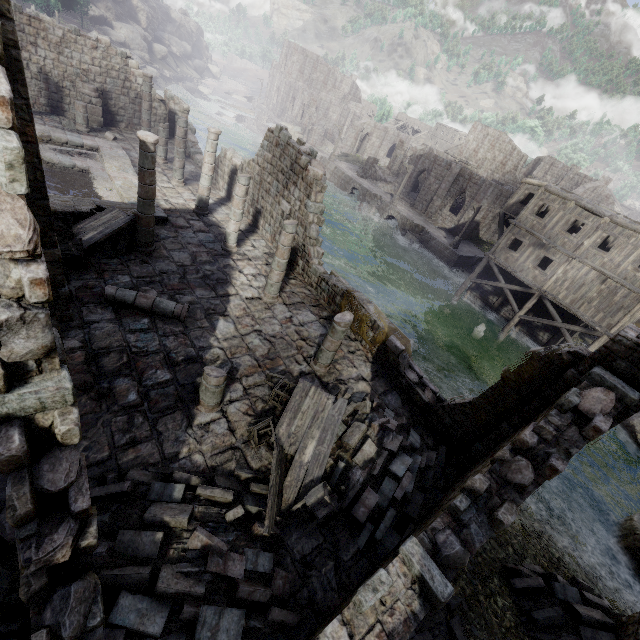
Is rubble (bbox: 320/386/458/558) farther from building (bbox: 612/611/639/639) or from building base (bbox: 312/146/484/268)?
building base (bbox: 312/146/484/268)

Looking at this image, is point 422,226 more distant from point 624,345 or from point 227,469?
point 227,469

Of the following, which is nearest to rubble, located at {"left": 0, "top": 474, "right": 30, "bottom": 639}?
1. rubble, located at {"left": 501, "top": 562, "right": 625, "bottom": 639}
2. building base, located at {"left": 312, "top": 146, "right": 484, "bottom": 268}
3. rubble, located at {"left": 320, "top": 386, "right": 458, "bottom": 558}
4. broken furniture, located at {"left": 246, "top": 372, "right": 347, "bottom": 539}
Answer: broken furniture, located at {"left": 246, "top": 372, "right": 347, "bottom": 539}

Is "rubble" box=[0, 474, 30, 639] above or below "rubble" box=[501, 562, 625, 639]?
above

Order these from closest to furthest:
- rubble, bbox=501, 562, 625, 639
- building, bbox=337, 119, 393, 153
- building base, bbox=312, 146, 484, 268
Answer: rubble, bbox=501, 562, 625, 639, building base, bbox=312, 146, 484, 268, building, bbox=337, 119, 393, 153

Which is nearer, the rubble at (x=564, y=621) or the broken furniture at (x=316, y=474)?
the broken furniture at (x=316, y=474)

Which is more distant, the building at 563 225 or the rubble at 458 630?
the rubble at 458 630

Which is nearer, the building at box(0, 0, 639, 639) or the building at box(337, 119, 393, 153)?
the building at box(0, 0, 639, 639)
